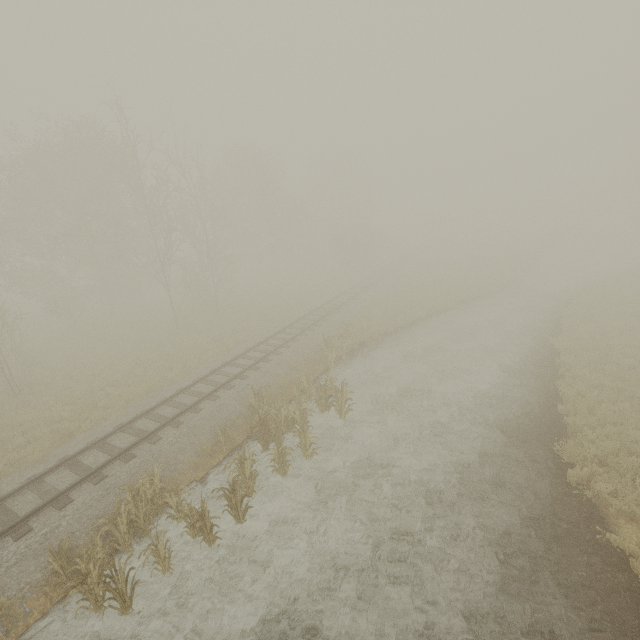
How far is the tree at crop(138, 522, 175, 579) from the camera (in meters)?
7.50

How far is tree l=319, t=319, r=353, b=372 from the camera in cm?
1700

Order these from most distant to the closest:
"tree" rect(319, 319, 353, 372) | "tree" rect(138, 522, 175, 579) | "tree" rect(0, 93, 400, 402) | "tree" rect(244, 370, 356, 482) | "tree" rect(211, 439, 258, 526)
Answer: "tree" rect(0, 93, 400, 402) < "tree" rect(319, 319, 353, 372) < "tree" rect(244, 370, 356, 482) < "tree" rect(211, 439, 258, 526) < "tree" rect(138, 522, 175, 579)

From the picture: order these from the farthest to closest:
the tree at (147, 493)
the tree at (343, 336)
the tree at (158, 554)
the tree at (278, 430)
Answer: the tree at (343, 336) < the tree at (278, 430) < the tree at (158, 554) < the tree at (147, 493)

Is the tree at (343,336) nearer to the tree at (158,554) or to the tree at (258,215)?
the tree at (158,554)

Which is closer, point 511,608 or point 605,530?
point 511,608

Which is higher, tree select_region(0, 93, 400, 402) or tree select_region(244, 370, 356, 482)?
tree select_region(0, 93, 400, 402)
